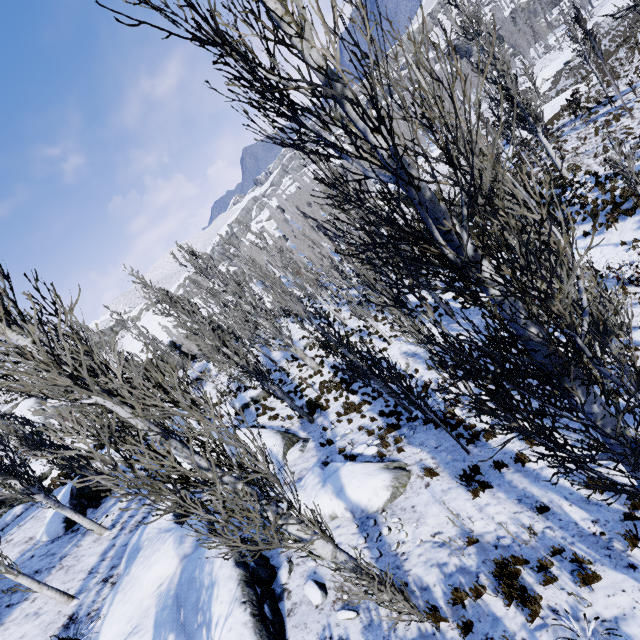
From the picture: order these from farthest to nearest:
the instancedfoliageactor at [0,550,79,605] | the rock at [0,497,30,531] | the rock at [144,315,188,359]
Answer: the rock at [144,315,188,359] < the rock at [0,497,30,531] < the instancedfoliageactor at [0,550,79,605]

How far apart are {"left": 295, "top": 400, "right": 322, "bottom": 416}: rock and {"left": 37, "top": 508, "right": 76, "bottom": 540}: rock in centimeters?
844cm

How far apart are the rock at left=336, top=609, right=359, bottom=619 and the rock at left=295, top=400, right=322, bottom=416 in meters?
10.9

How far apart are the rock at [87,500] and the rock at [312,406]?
8.4 meters

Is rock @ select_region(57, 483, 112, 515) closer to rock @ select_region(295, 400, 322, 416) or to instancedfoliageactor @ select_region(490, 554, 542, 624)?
instancedfoliageactor @ select_region(490, 554, 542, 624)

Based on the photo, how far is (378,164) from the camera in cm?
171

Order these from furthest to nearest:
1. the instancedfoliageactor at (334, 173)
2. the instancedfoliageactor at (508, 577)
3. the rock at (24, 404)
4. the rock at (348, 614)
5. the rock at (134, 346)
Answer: the rock at (134, 346) → the rock at (24, 404) → the rock at (348, 614) → the instancedfoliageactor at (508, 577) → the instancedfoliageactor at (334, 173)

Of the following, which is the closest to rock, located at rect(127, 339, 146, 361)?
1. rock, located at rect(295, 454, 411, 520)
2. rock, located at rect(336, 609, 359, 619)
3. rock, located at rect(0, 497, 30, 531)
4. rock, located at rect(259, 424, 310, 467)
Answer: rock, located at rect(0, 497, 30, 531)
